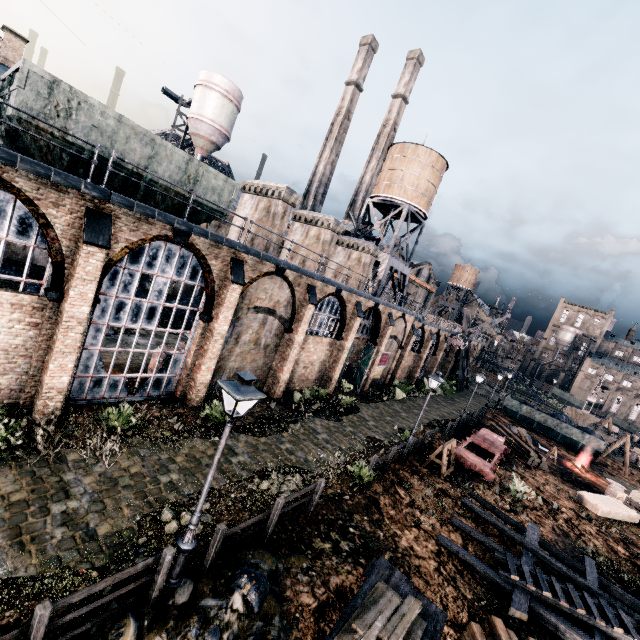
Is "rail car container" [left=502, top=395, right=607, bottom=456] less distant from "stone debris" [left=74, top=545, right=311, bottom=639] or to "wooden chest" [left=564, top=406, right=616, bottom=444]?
"wooden chest" [left=564, top=406, right=616, bottom=444]

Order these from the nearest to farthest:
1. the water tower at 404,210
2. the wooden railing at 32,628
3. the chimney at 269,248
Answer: the wooden railing at 32,628 < the chimney at 269,248 < the water tower at 404,210

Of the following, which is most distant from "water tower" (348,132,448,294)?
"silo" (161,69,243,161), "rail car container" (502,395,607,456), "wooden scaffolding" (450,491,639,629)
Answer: "wooden scaffolding" (450,491,639,629)

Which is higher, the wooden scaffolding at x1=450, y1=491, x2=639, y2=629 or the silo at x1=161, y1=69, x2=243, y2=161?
the silo at x1=161, y1=69, x2=243, y2=161

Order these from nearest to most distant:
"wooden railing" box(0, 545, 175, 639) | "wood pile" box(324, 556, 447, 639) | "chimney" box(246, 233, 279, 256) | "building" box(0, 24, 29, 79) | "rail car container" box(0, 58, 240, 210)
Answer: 1. "wooden railing" box(0, 545, 175, 639)
2. "wood pile" box(324, 556, 447, 639)
3. "rail car container" box(0, 58, 240, 210)
4. "chimney" box(246, 233, 279, 256)
5. "building" box(0, 24, 29, 79)

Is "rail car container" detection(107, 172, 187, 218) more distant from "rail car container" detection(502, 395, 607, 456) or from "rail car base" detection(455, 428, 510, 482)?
"rail car container" detection(502, 395, 607, 456)

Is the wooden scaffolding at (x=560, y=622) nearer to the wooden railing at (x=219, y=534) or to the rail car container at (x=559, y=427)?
the wooden railing at (x=219, y=534)

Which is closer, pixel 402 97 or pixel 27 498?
pixel 27 498
